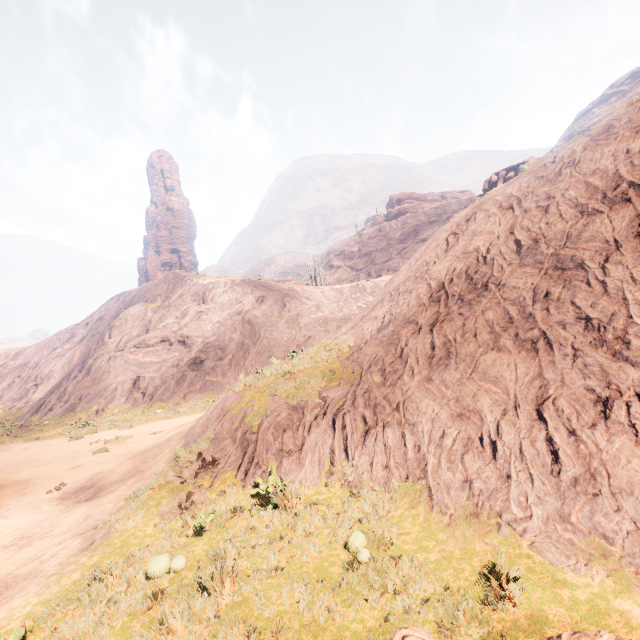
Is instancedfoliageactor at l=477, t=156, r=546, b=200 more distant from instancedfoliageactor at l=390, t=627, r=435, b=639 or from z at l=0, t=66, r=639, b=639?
instancedfoliageactor at l=390, t=627, r=435, b=639

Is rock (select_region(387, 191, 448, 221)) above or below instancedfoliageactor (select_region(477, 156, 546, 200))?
above

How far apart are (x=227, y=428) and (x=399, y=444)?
5.0 meters

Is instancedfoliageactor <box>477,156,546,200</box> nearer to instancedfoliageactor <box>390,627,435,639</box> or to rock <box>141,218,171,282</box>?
instancedfoliageactor <box>390,627,435,639</box>

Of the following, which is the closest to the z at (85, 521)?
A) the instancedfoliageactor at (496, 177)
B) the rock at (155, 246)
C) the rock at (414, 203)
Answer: the rock at (414, 203)

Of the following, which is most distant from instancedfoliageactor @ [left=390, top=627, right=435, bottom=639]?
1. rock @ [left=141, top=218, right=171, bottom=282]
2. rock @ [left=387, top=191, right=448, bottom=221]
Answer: rock @ [left=141, top=218, right=171, bottom=282]

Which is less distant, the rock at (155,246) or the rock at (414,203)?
the rock at (414,203)
